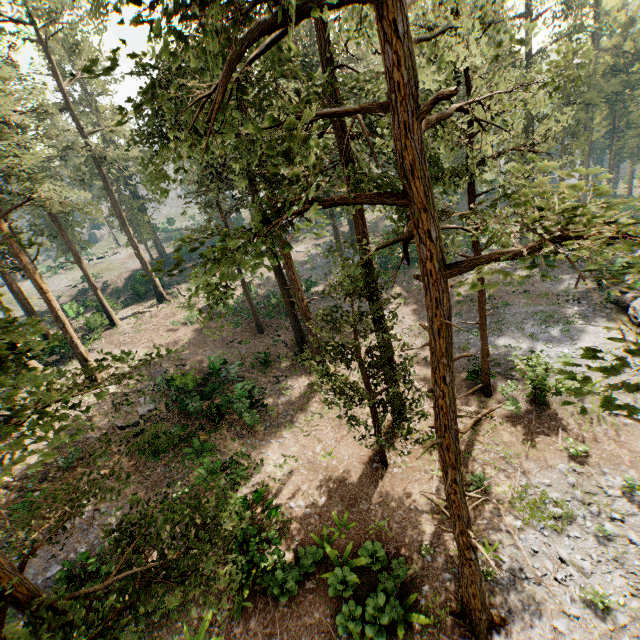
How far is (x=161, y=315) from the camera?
33.94m

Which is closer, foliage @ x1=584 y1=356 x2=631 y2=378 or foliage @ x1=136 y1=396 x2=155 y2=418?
foliage @ x1=584 y1=356 x2=631 y2=378

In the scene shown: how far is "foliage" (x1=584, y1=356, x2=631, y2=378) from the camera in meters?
2.5 m

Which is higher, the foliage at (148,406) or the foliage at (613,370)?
the foliage at (613,370)

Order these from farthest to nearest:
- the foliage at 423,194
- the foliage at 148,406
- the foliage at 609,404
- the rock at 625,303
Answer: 1. the rock at 625,303
2. the foliage at 148,406
3. the foliage at 423,194
4. the foliage at 609,404
